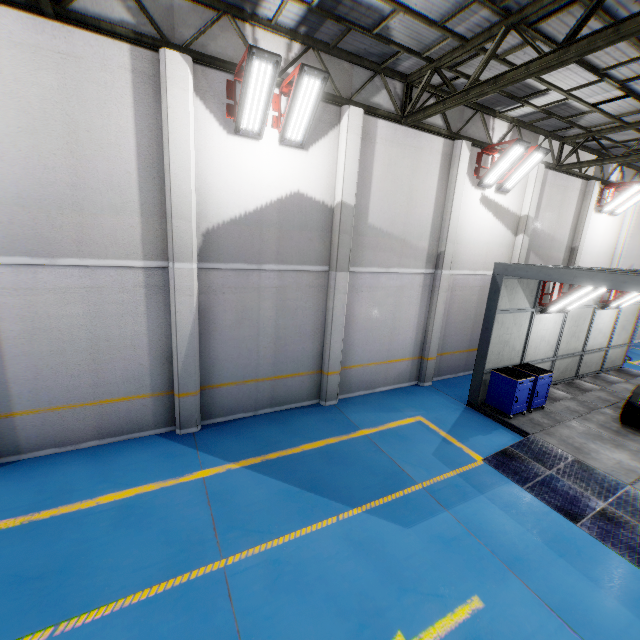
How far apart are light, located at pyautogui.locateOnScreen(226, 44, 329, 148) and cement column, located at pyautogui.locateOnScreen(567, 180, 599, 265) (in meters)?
13.92

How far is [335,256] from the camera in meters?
8.6

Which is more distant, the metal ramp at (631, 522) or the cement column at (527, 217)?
the cement column at (527, 217)

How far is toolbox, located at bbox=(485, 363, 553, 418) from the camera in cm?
904

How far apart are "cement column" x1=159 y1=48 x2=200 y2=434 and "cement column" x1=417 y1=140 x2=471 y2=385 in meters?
7.4 m

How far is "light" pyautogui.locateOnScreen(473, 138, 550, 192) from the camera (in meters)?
9.55

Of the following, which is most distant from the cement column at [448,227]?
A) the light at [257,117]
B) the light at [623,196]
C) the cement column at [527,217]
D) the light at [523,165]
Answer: the light at [623,196]

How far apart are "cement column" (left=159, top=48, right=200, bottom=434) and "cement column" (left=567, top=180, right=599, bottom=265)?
15.46m
